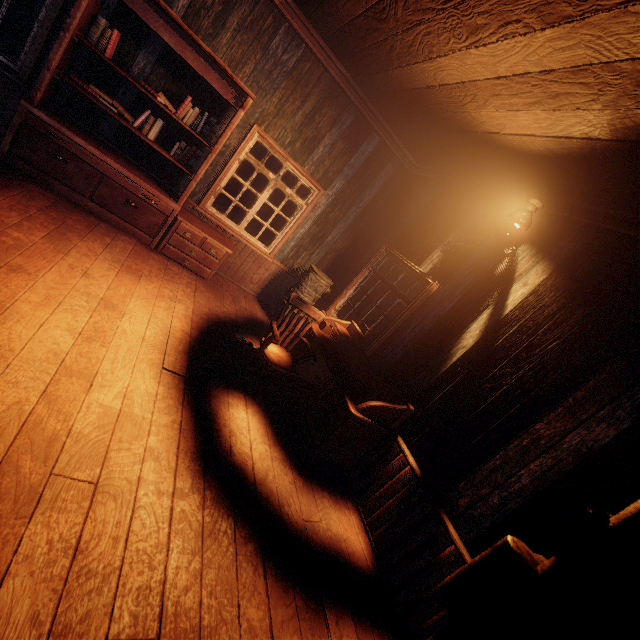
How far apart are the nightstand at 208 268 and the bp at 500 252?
3.88m

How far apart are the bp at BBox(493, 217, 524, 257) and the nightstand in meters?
3.9 m

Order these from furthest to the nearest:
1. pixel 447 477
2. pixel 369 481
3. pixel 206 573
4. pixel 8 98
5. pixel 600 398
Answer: pixel 8 98 < pixel 369 481 < pixel 447 477 < pixel 600 398 < pixel 206 573

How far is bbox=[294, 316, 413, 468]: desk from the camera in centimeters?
347cm

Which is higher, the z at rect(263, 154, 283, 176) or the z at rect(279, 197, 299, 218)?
the z at rect(263, 154, 283, 176)

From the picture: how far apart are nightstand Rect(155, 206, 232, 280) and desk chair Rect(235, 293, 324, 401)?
1.90m

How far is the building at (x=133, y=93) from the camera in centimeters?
422cm

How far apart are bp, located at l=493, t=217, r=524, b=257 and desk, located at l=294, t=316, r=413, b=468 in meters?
1.9
